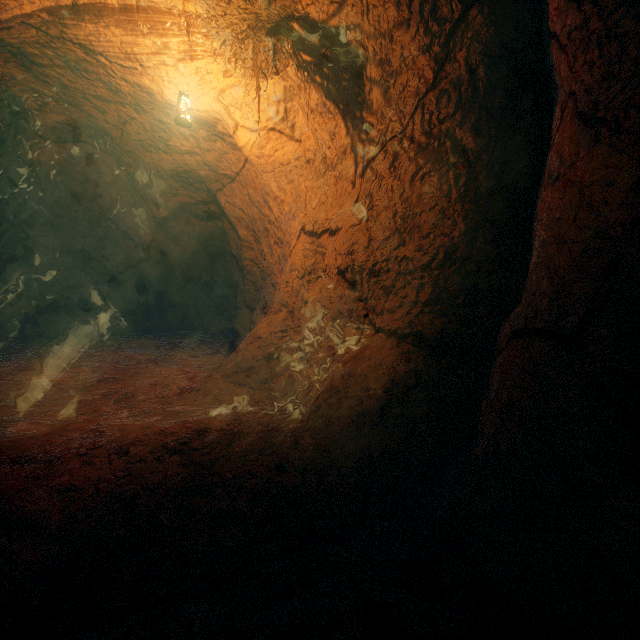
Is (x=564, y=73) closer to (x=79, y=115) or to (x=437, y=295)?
(x=437, y=295)
